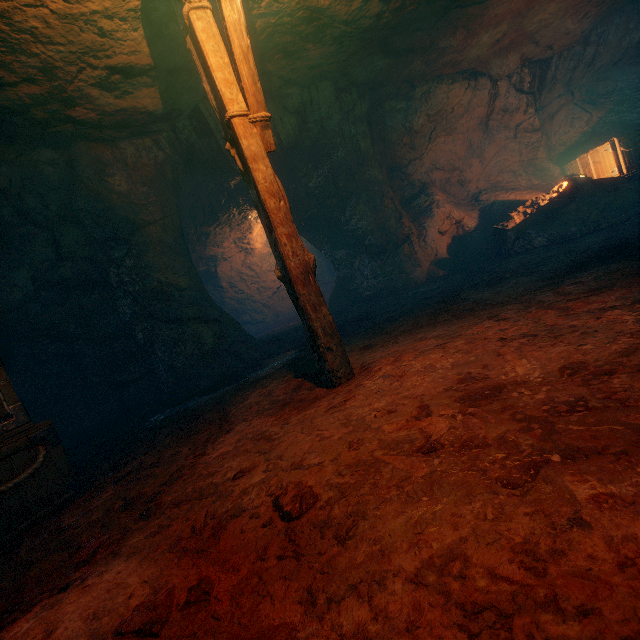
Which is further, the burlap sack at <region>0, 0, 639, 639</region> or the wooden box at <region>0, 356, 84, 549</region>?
the wooden box at <region>0, 356, 84, 549</region>

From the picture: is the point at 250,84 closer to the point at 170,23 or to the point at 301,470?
the point at 170,23

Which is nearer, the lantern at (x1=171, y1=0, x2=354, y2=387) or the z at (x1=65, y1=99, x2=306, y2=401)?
the lantern at (x1=171, y1=0, x2=354, y2=387)

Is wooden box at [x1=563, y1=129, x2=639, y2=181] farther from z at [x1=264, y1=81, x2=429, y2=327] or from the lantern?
the lantern

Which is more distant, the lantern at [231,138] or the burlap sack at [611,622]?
the lantern at [231,138]

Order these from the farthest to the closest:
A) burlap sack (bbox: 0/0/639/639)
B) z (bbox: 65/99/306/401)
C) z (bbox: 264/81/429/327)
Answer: z (bbox: 264/81/429/327) < z (bbox: 65/99/306/401) < burlap sack (bbox: 0/0/639/639)

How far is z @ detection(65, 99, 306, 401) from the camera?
6.1 meters

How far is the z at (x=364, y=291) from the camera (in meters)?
7.57
